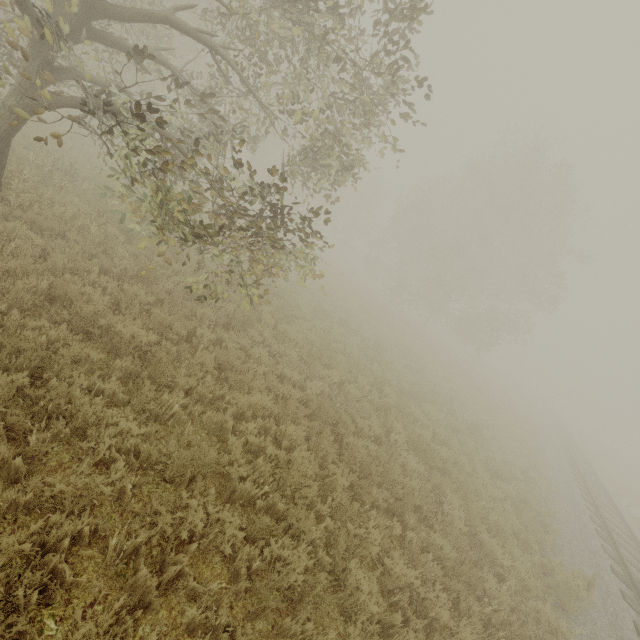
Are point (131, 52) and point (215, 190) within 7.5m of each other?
yes
